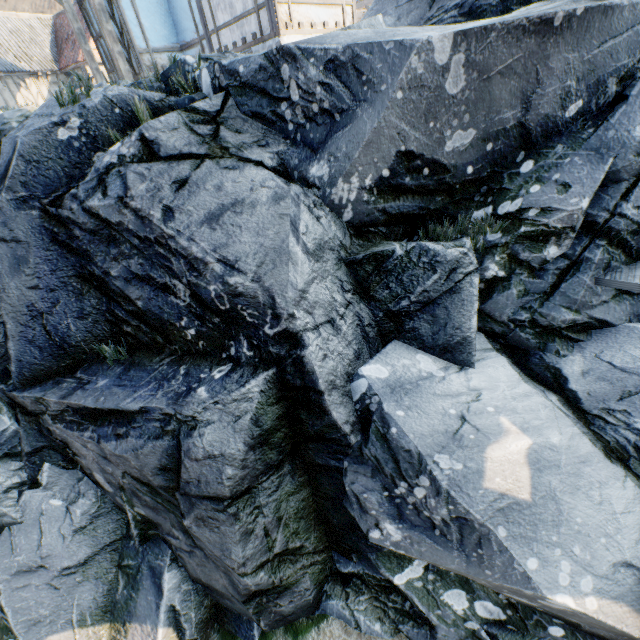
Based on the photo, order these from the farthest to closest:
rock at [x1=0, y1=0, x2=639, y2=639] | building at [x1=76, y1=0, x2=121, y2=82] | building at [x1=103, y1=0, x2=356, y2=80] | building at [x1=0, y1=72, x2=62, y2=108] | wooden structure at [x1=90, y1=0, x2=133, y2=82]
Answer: building at [x1=0, y1=72, x2=62, y2=108]
building at [x1=76, y1=0, x2=121, y2=82]
wooden structure at [x1=90, y1=0, x2=133, y2=82]
building at [x1=103, y1=0, x2=356, y2=80]
rock at [x1=0, y1=0, x2=639, y2=639]

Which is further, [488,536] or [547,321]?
[547,321]

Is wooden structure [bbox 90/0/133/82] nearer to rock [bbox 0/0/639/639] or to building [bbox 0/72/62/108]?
rock [bbox 0/0/639/639]

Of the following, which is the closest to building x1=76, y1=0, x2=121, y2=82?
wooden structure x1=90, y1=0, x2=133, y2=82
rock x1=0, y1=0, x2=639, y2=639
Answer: wooden structure x1=90, y1=0, x2=133, y2=82

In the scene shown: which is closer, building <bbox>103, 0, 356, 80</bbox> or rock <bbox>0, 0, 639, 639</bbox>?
rock <bbox>0, 0, 639, 639</bbox>

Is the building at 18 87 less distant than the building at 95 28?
No

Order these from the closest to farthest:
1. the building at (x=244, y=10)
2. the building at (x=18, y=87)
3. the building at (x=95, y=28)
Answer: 1. the building at (x=244, y=10)
2. the building at (x=95, y=28)
3. the building at (x=18, y=87)

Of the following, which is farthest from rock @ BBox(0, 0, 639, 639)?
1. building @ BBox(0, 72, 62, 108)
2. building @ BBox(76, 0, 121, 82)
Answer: building @ BBox(76, 0, 121, 82)
